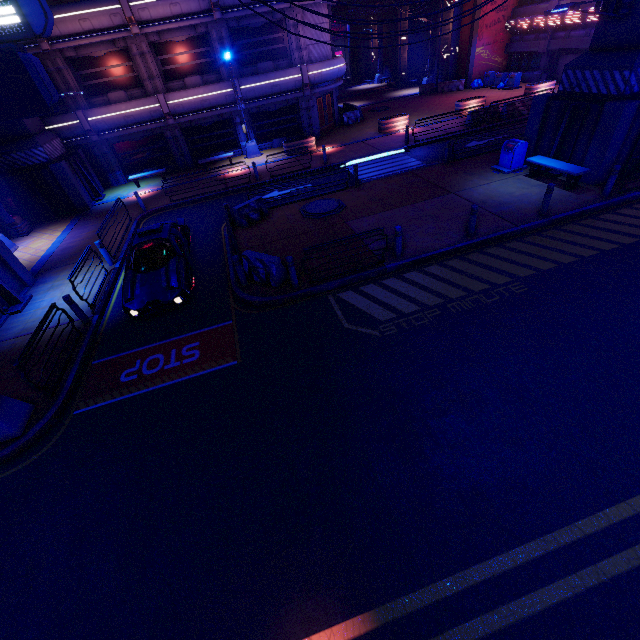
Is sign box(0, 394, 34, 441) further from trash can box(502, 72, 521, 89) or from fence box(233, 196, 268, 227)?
trash can box(502, 72, 521, 89)

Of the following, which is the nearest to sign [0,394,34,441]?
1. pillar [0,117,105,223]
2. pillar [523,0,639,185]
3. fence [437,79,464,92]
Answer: pillar [523,0,639,185]

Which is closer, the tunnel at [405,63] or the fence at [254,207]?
the fence at [254,207]

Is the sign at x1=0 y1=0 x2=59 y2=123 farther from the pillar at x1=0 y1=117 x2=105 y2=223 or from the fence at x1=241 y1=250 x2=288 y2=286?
the pillar at x1=0 y1=117 x2=105 y2=223

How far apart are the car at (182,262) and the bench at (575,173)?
14.4 meters

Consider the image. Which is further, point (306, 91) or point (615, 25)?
point (306, 91)

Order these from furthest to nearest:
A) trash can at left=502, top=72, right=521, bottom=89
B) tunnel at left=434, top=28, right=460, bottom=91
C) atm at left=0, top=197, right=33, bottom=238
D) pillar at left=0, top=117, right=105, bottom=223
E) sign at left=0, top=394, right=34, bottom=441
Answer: tunnel at left=434, top=28, right=460, bottom=91 < trash can at left=502, top=72, right=521, bottom=89 < pillar at left=0, top=117, right=105, bottom=223 < atm at left=0, top=197, right=33, bottom=238 < sign at left=0, top=394, right=34, bottom=441

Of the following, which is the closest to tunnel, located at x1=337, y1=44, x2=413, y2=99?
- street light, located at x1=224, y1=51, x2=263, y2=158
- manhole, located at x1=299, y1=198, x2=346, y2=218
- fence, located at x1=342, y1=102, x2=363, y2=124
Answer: fence, located at x1=342, y1=102, x2=363, y2=124
